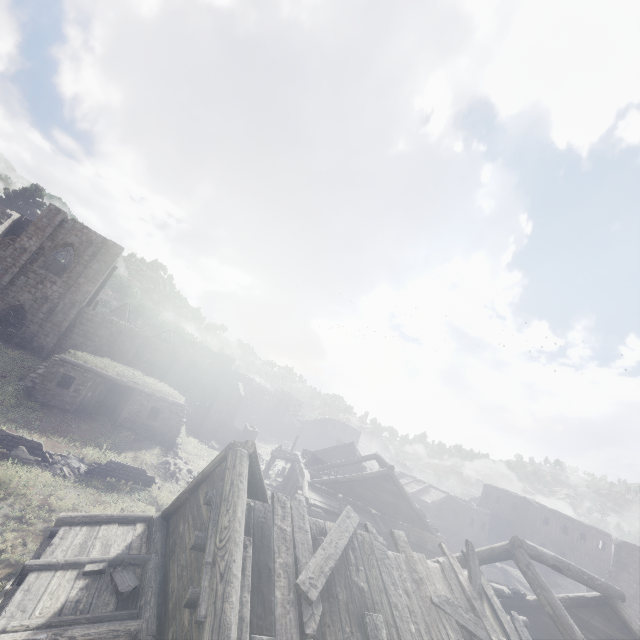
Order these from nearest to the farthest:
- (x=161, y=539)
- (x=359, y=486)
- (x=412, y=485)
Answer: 1. (x=161, y=539)
2. (x=359, y=486)
3. (x=412, y=485)

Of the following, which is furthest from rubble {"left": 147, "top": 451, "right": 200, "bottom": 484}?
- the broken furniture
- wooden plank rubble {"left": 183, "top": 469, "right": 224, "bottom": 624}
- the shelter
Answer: wooden plank rubble {"left": 183, "top": 469, "right": 224, "bottom": 624}

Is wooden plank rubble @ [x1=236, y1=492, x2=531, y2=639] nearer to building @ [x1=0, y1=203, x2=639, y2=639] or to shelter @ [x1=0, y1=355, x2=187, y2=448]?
building @ [x1=0, y1=203, x2=639, y2=639]

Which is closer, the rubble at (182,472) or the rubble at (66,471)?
the rubble at (66,471)

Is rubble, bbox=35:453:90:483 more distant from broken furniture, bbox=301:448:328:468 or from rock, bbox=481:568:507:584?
rock, bbox=481:568:507:584

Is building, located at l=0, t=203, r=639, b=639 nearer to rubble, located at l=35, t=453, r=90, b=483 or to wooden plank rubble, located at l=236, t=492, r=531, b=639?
wooden plank rubble, located at l=236, t=492, r=531, b=639

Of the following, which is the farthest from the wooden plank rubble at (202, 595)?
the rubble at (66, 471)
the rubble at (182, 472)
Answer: the rubble at (182, 472)

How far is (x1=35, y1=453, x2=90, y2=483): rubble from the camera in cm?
1429
